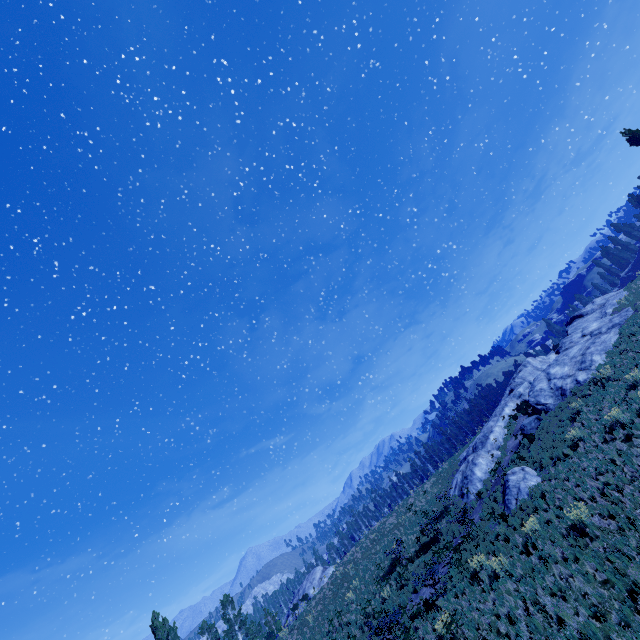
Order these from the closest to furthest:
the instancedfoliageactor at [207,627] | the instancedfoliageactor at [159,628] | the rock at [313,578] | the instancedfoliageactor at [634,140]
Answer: the instancedfoliageactor at [634,140], the instancedfoliageactor at [159,628], the rock at [313,578], the instancedfoliageactor at [207,627]

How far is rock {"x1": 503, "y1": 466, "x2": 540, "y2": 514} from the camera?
16.9m

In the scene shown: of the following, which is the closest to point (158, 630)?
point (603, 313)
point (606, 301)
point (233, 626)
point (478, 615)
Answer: point (233, 626)

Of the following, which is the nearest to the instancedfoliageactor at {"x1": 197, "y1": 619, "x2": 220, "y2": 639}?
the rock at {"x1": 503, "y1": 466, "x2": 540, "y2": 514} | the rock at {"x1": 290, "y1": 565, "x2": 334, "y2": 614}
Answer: the rock at {"x1": 290, "y1": 565, "x2": 334, "y2": 614}

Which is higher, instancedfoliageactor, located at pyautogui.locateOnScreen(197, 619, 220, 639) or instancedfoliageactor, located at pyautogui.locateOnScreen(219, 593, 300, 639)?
instancedfoliageactor, located at pyautogui.locateOnScreen(197, 619, 220, 639)

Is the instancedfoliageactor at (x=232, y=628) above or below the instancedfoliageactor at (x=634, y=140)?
below

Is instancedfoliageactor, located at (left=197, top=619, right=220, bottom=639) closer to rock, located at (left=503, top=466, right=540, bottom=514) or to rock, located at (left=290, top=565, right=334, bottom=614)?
rock, located at (left=290, top=565, right=334, bottom=614)
